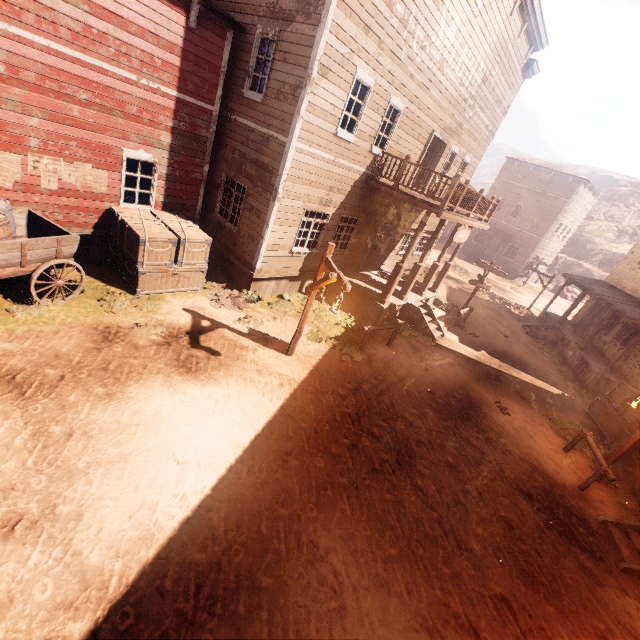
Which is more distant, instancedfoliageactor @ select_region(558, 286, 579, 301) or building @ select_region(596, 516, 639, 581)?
instancedfoliageactor @ select_region(558, 286, 579, 301)

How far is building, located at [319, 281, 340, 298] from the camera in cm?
1310

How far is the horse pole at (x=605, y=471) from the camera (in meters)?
8.19

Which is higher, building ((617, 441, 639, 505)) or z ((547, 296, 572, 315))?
building ((617, 441, 639, 505))

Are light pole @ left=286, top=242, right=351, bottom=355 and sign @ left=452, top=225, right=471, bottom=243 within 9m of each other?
yes

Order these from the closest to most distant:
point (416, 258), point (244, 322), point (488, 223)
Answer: point (244, 322) → point (416, 258) → point (488, 223)

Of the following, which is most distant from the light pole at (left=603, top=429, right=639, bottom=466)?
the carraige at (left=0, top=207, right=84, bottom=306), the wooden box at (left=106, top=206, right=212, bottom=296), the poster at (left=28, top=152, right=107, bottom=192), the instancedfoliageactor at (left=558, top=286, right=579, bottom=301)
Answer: the instancedfoliageactor at (left=558, top=286, right=579, bottom=301)

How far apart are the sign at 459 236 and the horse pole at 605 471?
7.5m
